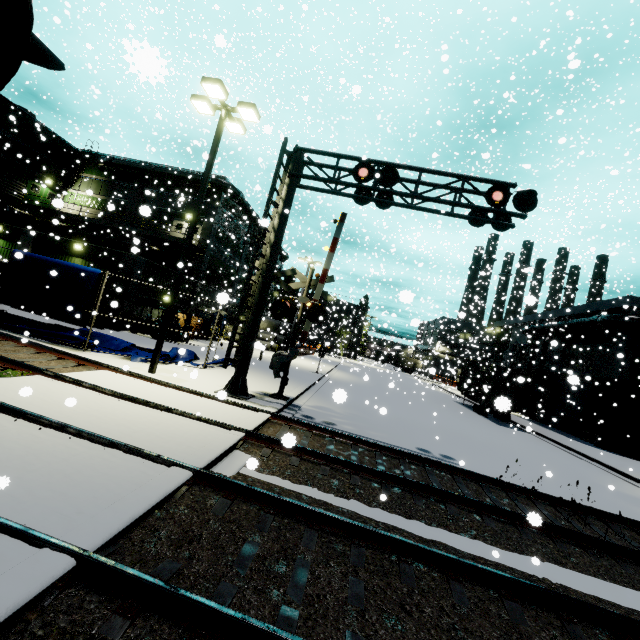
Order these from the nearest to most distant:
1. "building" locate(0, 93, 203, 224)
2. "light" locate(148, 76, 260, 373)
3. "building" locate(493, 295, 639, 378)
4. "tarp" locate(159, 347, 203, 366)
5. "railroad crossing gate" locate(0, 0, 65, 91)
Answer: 1. "railroad crossing gate" locate(0, 0, 65, 91)
2. "tarp" locate(159, 347, 203, 366)
3. "light" locate(148, 76, 260, 373)
4. "building" locate(493, 295, 639, 378)
5. "building" locate(0, 93, 203, 224)

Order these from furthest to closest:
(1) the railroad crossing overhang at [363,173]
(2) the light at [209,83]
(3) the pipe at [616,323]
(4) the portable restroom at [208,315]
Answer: (4) the portable restroom at [208,315], (3) the pipe at [616,323], (2) the light at [209,83], (1) the railroad crossing overhang at [363,173]

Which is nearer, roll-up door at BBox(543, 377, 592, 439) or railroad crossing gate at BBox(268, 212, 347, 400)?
railroad crossing gate at BBox(268, 212, 347, 400)

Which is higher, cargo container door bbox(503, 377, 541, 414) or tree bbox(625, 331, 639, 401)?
tree bbox(625, 331, 639, 401)

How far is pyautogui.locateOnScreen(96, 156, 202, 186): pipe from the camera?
28.52m

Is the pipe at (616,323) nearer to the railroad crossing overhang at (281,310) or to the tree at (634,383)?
the tree at (634,383)

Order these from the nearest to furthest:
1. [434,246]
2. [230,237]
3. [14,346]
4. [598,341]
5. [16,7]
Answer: [16,7], [14,346], [434,246], [598,341], [230,237]
